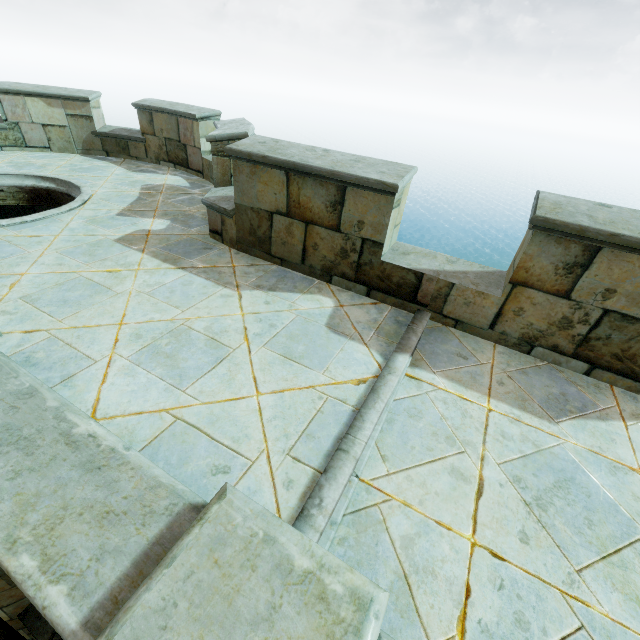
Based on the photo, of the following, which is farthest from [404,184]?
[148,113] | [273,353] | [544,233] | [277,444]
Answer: [148,113]
